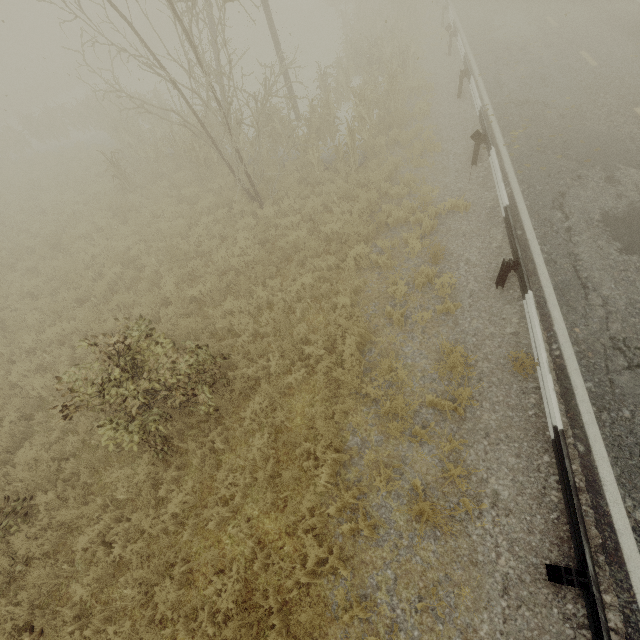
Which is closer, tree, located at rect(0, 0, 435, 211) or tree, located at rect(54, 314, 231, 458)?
tree, located at rect(54, 314, 231, 458)

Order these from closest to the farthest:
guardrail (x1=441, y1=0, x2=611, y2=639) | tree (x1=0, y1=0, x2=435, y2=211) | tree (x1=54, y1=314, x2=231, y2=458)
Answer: guardrail (x1=441, y1=0, x2=611, y2=639), tree (x1=54, y1=314, x2=231, y2=458), tree (x1=0, y1=0, x2=435, y2=211)

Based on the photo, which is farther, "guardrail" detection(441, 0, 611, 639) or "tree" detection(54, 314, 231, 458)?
"tree" detection(54, 314, 231, 458)

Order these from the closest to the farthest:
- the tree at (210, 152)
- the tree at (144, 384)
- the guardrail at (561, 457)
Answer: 1. the guardrail at (561, 457)
2. the tree at (144, 384)
3. the tree at (210, 152)

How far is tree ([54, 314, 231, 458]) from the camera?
5.04m

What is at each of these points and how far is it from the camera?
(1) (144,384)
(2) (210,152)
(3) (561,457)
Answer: (1) tree, 5.18m
(2) tree, 12.27m
(3) guardrail, 4.43m

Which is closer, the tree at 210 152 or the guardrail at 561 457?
the guardrail at 561 457
